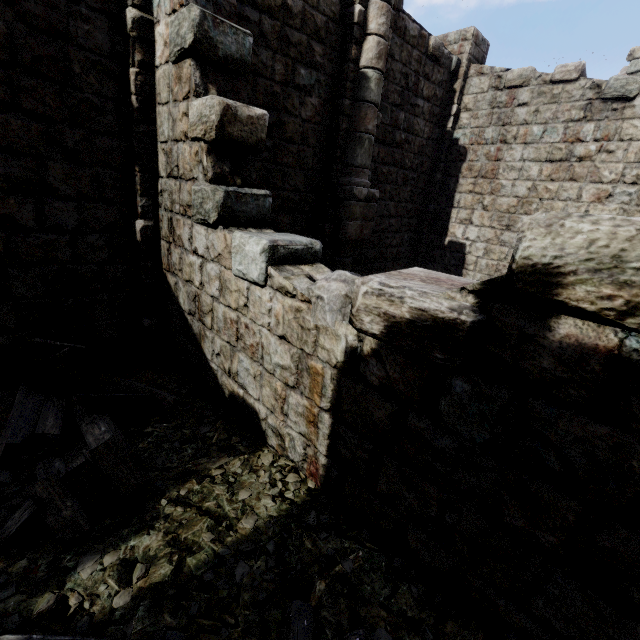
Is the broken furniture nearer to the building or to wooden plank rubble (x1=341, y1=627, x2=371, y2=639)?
wooden plank rubble (x1=341, y1=627, x2=371, y2=639)

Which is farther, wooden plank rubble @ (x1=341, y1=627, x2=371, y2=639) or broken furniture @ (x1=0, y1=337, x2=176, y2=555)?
broken furniture @ (x1=0, y1=337, x2=176, y2=555)

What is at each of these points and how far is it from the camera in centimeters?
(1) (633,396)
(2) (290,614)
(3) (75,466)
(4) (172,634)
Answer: (1) building, 150cm
(2) wooden plank rubble, 207cm
(3) broken furniture, 254cm
(4) wooden plank rubble, 192cm

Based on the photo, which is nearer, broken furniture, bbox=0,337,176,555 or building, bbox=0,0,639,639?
building, bbox=0,0,639,639

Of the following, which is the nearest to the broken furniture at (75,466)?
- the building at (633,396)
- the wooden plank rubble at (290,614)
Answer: the wooden plank rubble at (290,614)

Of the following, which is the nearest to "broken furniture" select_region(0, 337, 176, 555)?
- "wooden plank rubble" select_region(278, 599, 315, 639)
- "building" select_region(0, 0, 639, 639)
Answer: "wooden plank rubble" select_region(278, 599, 315, 639)

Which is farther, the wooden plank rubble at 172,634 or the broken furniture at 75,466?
the broken furniture at 75,466
